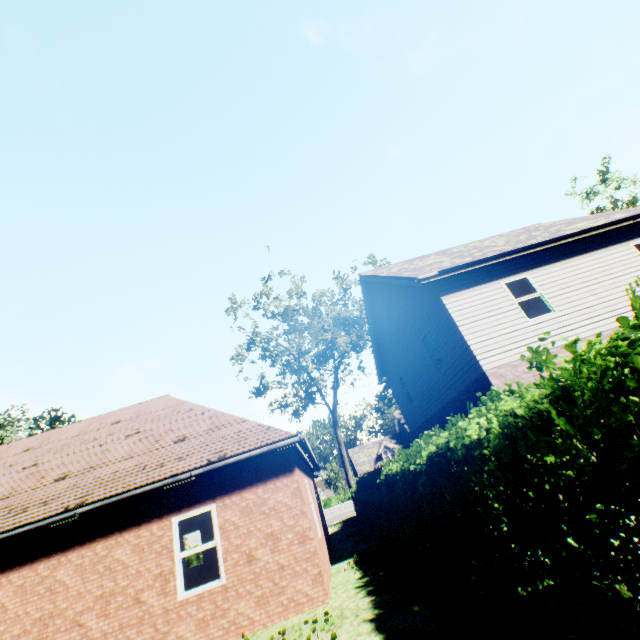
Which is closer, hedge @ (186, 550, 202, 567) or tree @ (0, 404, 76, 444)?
→ tree @ (0, 404, 76, 444)

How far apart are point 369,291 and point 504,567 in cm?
1423

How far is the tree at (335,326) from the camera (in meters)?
23.36

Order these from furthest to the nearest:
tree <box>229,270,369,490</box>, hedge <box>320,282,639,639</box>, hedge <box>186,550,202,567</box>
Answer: tree <box>229,270,369,490</box>, hedge <box>186,550,202,567</box>, hedge <box>320,282,639,639</box>

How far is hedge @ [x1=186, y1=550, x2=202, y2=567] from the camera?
22.7 meters

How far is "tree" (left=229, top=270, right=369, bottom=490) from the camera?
23.36m

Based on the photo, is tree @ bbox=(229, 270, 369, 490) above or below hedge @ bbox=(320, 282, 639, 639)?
above

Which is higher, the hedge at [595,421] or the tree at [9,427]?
the tree at [9,427]
